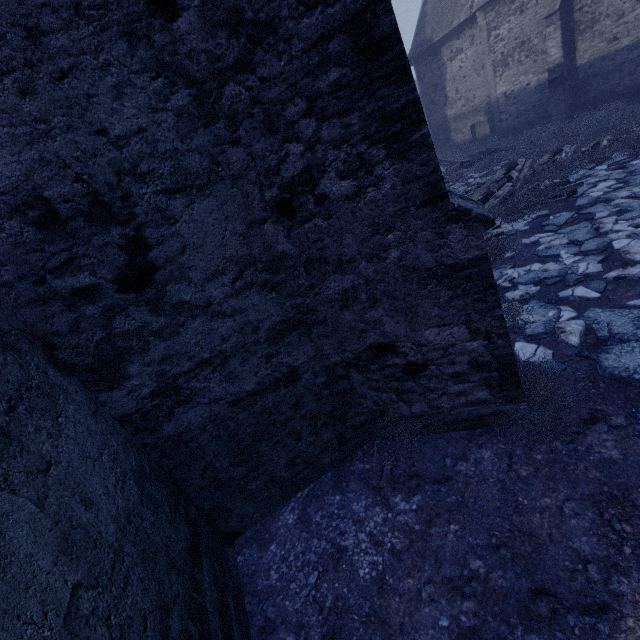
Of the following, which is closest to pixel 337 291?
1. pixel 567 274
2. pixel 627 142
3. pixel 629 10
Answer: pixel 567 274

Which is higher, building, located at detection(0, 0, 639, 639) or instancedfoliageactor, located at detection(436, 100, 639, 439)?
building, located at detection(0, 0, 639, 639)

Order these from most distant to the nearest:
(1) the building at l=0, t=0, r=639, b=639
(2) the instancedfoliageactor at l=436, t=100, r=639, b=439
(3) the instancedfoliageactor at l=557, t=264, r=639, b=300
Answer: (3) the instancedfoliageactor at l=557, t=264, r=639, b=300 → (2) the instancedfoliageactor at l=436, t=100, r=639, b=439 → (1) the building at l=0, t=0, r=639, b=639

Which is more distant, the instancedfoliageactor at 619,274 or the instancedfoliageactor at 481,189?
the instancedfoliageactor at 619,274

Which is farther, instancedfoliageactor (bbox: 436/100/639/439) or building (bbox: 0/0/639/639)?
instancedfoliageactor (bbox: 436/100/639/439)

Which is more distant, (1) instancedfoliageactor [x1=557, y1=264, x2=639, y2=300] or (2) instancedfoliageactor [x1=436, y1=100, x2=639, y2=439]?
(1) instancedfoliageactor [x1=557, y1=264, x2=639, y2=300]

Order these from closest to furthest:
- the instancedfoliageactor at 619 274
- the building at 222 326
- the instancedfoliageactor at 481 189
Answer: the building at 222 326, the instancedfoliageactor at 481 189, the instancedfoliageactor at 619 274
